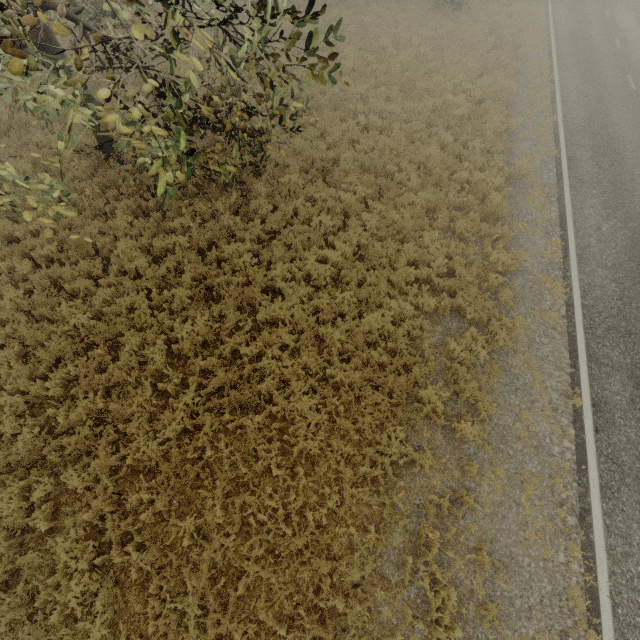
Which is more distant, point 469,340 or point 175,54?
point 469,340

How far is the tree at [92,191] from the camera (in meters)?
8.72

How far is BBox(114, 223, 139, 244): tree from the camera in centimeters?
847cm

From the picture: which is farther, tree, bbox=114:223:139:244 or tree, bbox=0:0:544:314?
tree, bbox=114:223:139:244

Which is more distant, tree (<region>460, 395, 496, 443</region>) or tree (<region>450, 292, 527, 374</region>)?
tree (<region>450, 292, 527, 374</region>)

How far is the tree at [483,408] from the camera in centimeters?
649cm
